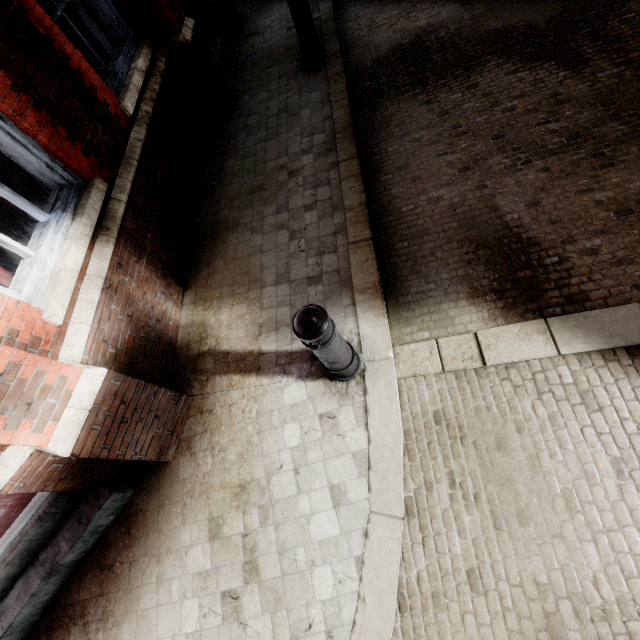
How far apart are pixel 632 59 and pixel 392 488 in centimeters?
487cm

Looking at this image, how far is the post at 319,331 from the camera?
1.9m

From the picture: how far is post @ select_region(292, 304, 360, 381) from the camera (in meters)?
1.89

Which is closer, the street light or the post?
the post

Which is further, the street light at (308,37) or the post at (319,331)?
the street light at (308,37)
